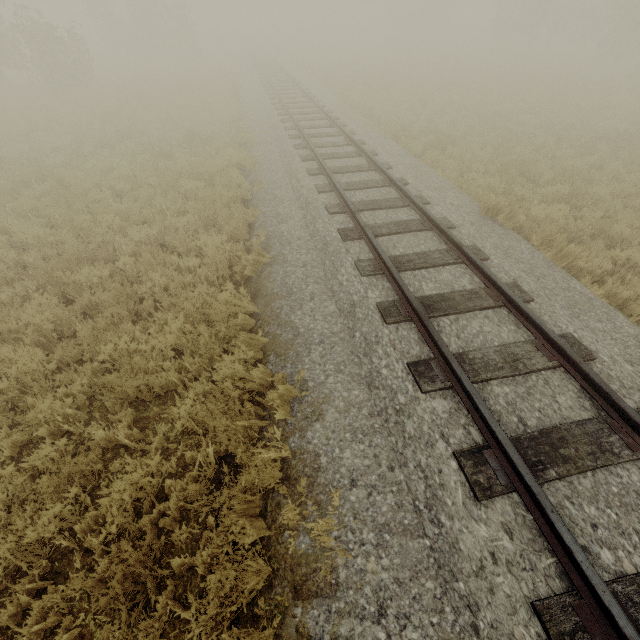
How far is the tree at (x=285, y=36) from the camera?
48.4 meters

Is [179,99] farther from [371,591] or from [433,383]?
[371,591]

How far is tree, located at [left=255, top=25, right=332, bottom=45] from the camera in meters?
48.4
